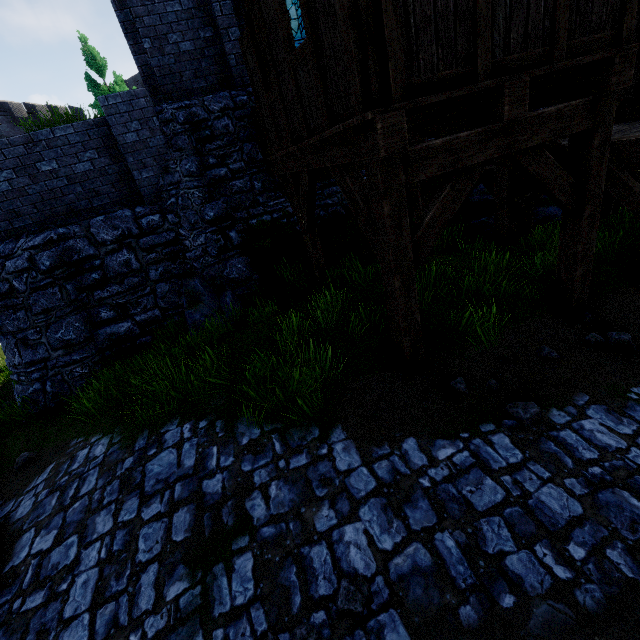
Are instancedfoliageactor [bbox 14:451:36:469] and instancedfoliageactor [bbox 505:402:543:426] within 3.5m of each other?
no

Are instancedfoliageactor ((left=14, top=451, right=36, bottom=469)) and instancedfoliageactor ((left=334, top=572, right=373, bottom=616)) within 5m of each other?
no

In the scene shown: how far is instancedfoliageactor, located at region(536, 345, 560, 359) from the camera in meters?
4.3

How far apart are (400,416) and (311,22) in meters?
4.5

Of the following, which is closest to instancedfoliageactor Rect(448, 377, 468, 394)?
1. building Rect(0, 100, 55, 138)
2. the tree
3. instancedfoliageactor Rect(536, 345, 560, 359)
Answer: instancedfoliageactor Rect(536, 345, 560, 359)

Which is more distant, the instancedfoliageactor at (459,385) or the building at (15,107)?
the building at (15,107)

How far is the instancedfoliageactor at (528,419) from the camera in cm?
347

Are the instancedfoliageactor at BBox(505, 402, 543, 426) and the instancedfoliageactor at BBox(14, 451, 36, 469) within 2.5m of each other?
no
